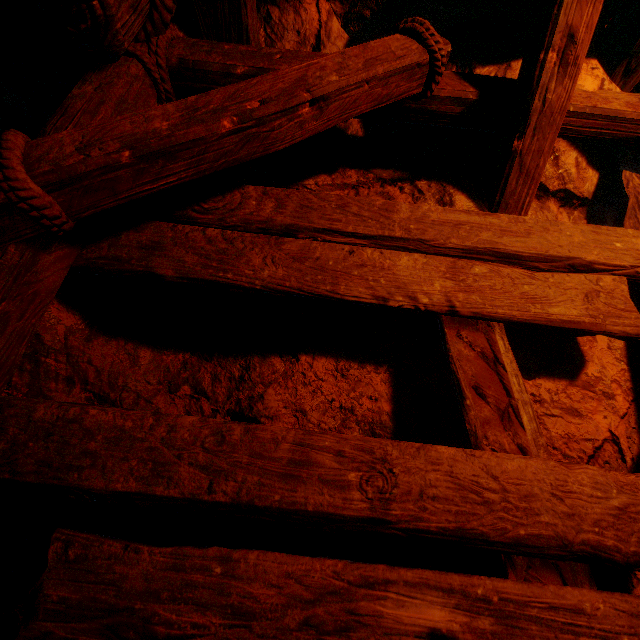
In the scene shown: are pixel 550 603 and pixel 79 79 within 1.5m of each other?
no
